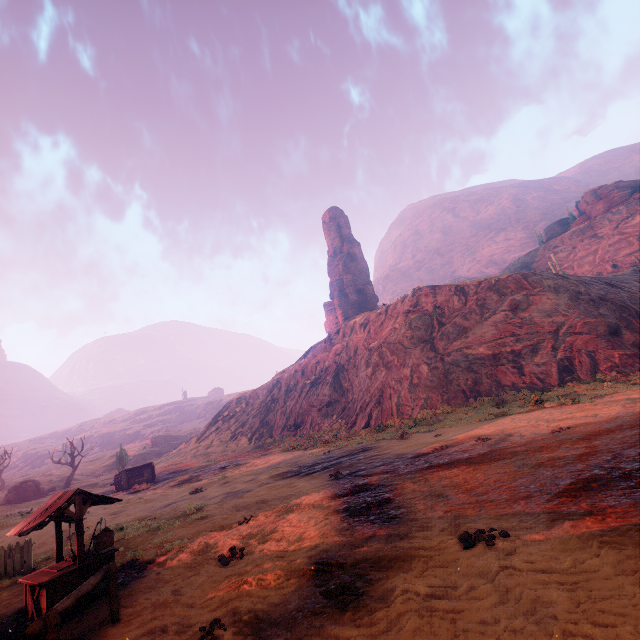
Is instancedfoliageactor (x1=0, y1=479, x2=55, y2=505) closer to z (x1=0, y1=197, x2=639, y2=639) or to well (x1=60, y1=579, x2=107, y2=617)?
z (x1=0, y1=197, x2=639, y2=639)

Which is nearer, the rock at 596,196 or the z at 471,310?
the z at 471,310

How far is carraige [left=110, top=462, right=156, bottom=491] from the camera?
28.5m

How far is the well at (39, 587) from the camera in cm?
665

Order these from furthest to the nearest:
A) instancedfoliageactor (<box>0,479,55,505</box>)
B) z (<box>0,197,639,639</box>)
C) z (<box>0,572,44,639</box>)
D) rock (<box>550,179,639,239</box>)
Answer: rock (<box>550,179,639,239</box>) → instancedfoliageactor (<box>0,479,55,505</box>) → z (<box>0,572,44,639</box>) → z (<box>0,197,639,639</box>)

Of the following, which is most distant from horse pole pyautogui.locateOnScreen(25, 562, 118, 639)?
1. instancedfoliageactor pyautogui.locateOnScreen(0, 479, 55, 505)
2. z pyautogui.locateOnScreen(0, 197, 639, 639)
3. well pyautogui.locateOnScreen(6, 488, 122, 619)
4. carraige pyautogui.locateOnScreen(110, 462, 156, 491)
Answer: instancedfoliageactor pyautogui.locateOnScreen(0, 479, 55, 505)

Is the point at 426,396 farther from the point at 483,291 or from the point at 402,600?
the point at 402,600

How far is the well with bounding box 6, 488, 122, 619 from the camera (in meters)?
6.65
